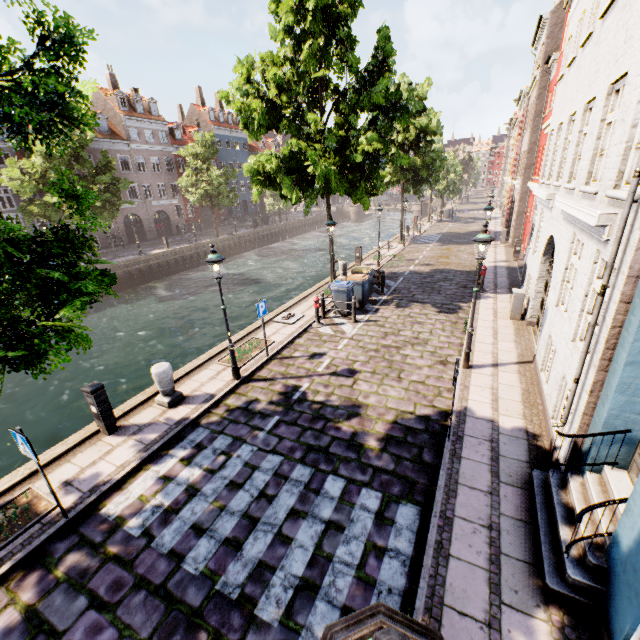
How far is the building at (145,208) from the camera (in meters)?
35.66

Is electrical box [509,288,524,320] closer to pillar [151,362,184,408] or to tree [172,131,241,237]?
tree [172,131,241,237]

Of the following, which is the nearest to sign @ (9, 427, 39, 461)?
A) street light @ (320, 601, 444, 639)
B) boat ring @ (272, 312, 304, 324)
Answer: street light @ (320, 601, 444, 639)

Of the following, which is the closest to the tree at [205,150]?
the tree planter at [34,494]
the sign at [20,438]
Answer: the tree planter at [34,494]

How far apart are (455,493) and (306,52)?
14.3m

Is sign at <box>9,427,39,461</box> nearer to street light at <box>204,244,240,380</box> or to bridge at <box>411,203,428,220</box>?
street light at <box>204,244,240,380</box>

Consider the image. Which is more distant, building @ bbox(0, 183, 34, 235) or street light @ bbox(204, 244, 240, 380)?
building @ bbox(0, 183, 34, 235)

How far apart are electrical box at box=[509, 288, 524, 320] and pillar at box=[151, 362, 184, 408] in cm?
1158
